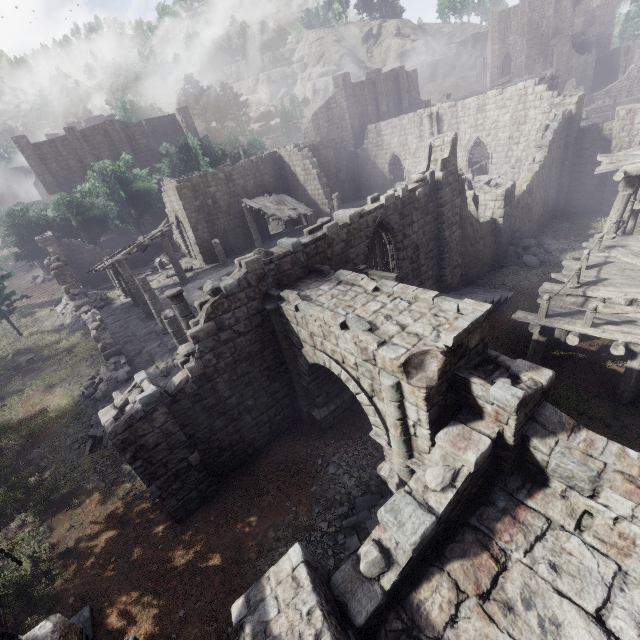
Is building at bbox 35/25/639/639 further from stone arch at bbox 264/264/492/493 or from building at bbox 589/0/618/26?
building at bbox 589/0/618/26

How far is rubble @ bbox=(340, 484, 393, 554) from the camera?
7.60m

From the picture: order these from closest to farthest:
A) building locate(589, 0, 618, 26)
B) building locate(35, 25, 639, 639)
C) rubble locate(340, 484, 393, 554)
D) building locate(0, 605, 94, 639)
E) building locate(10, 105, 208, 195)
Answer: building locate(0, 605, 94, 639), building locate(35, 25, 639, 639), rubble locate(340, 484, 393, 554), building locate(10, 105, 208, 195), building locate(589, 0, 618, 26)

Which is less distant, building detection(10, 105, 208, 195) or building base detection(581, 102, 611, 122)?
building detection(10, 105, 208, 195)

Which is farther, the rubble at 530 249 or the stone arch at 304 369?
the rubble at 530 249

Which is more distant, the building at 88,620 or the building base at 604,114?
the building base at 604,114

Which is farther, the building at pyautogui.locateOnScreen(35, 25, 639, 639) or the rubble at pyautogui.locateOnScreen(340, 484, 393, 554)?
the rubble at pyautogui.locateOnScreen(340, 484, 393, 554)

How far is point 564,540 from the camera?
5.2m
